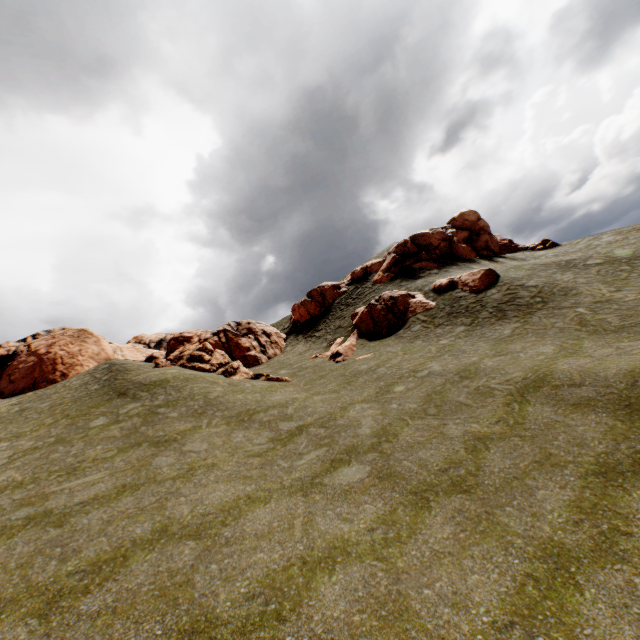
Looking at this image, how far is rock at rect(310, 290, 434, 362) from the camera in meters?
26.0

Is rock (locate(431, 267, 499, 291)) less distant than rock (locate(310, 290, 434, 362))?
Yes

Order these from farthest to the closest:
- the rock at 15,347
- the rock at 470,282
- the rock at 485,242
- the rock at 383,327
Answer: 1. the rock at 485,242
2. the rock at 383,327
3. the rock at 15,347
4. the rock at 470,282

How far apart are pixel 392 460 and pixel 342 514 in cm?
269

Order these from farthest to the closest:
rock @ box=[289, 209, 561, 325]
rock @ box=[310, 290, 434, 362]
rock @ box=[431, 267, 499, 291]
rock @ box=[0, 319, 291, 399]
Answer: rock @ box=[289, 209, 561, 325]
rock @ box=[310, 290, 434, 362]
rock @ box=[0, 319, 291, 399]
rock @ box=[431, 267, 499, 291]

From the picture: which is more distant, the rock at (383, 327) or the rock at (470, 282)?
the rock at (383, 327)
